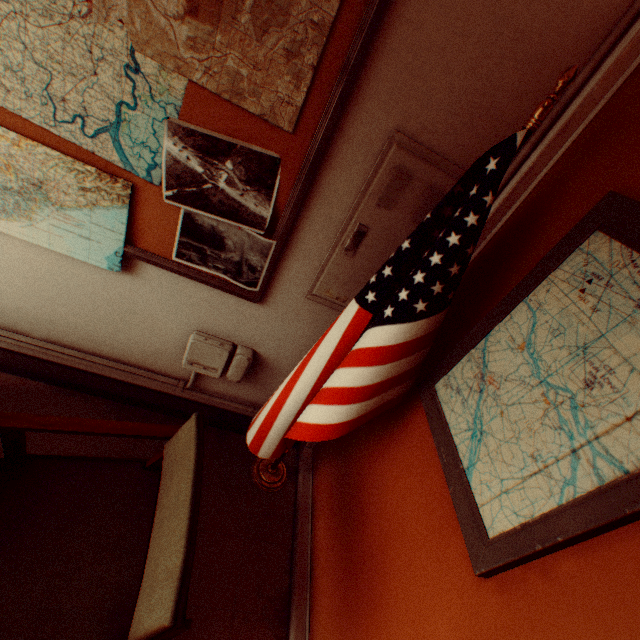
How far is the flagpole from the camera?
1.09m

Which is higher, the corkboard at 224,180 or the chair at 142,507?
the corkboard at 224,180

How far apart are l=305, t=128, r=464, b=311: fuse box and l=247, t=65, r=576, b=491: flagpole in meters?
0.1

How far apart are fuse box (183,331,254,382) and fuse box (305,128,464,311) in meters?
0.6

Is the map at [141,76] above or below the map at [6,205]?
above

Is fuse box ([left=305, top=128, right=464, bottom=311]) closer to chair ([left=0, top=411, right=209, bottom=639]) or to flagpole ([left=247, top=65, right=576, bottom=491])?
flagpole ([left=247, top=65, right=576, bottom=491])

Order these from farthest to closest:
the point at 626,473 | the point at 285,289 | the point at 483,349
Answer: the point at 285,289
the point at 483,349
the point at 626,473

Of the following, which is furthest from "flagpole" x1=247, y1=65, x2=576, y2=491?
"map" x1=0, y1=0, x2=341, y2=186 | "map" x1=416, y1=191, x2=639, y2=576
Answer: "map" x1=0, y1=0, x2=341, y2=186
